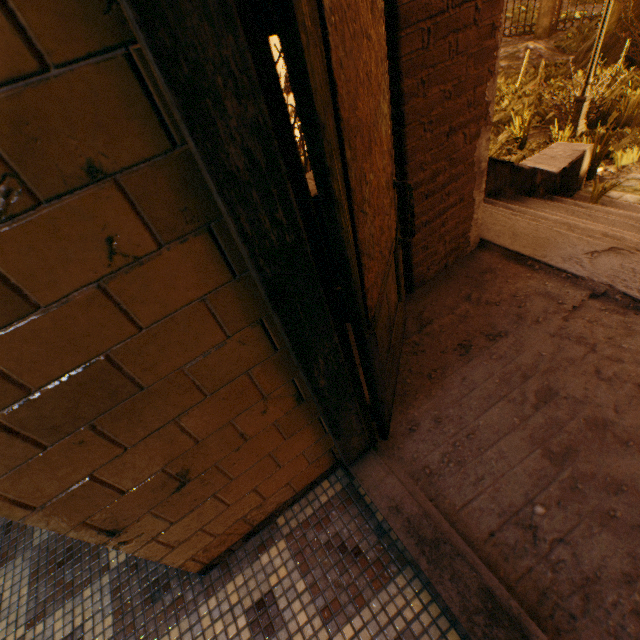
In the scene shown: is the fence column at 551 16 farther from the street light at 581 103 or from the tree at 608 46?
the street light at 581 103

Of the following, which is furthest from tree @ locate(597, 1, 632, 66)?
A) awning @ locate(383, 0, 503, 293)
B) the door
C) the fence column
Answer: the door

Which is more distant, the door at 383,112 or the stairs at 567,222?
the stairs at 567,222

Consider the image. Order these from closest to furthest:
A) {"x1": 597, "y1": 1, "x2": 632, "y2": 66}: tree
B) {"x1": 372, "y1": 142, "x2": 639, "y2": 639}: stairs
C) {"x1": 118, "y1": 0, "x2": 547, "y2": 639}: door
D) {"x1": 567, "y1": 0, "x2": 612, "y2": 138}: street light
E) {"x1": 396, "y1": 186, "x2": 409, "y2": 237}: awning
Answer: {"x1": 118, "y1": 0, "x2": 547, "y2": 639}: door
{"x1": 372, "y1": 142, "x2": 639, "y2": 639}: stairs
{"x1": 396, "y1": 186, "x2": 409, "y2": 237}: awning
{"x1": 567, "y1": 0, "x2": 612, "y2": 138}: street light
{"x1": 597, "y1": 1, "x2": 632, "y2": 66}: tree

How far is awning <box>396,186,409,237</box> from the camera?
1.84m

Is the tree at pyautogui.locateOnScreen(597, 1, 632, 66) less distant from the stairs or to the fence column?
the fence column

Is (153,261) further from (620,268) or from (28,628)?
(620,268)

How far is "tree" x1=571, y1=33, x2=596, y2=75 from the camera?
8.84m
